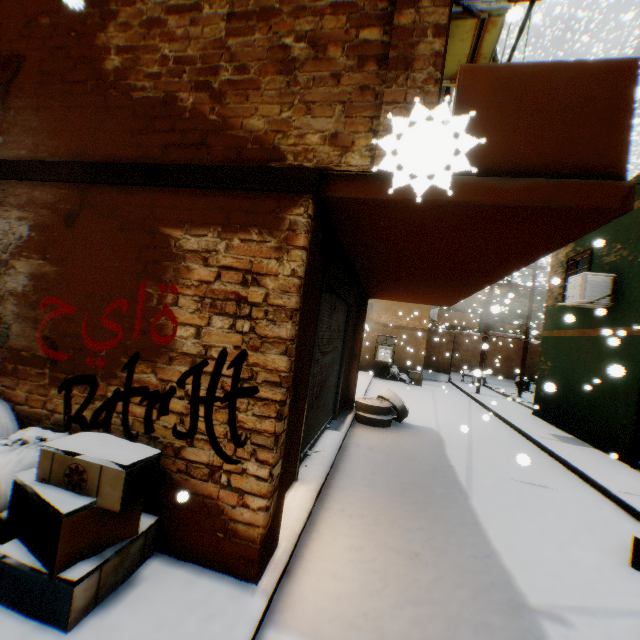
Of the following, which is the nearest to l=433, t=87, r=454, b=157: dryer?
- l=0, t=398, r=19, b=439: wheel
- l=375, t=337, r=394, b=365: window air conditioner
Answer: l=0, t=398, r=19, b=439: wheel

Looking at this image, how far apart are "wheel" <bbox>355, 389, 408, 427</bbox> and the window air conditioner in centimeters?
811cm

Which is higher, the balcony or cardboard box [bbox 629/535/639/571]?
the balcony

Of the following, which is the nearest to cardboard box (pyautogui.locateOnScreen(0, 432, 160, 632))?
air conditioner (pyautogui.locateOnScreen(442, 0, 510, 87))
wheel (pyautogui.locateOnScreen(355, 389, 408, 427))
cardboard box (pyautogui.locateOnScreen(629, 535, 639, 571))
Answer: air conditioner (pyautogui.locateOnScreen(442, 0, 510, 87))

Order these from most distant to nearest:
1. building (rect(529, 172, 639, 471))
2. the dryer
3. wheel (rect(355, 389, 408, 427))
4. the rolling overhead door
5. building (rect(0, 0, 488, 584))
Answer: wheel (rect(355, 389, 408, 427)), building (rect(529, 172, 639, 471)), the rolling overhead door, building (rect(0, 0, 488, 584)), the dryer

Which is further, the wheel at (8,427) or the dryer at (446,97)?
the wheel at (8,427)

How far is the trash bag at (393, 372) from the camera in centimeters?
1731cm

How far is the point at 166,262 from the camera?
2.84m
